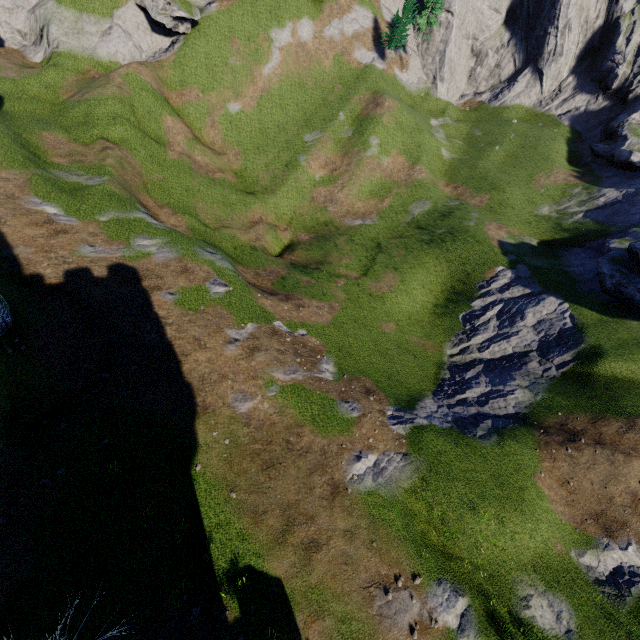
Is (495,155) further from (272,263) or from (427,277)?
(272,263)
